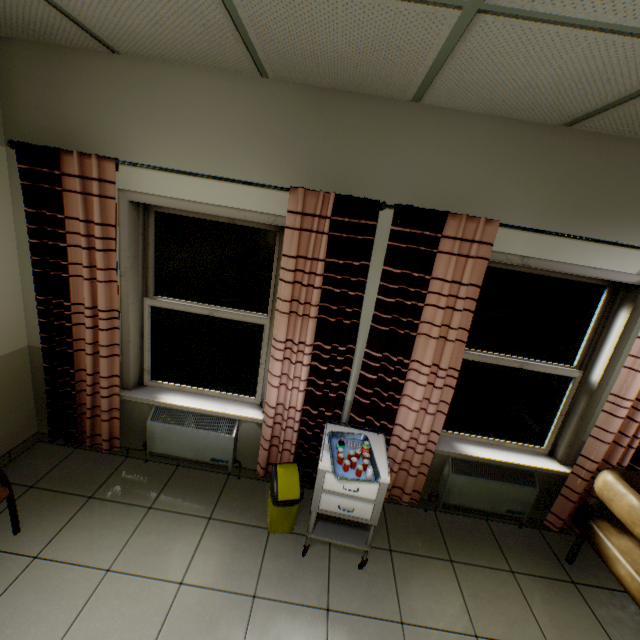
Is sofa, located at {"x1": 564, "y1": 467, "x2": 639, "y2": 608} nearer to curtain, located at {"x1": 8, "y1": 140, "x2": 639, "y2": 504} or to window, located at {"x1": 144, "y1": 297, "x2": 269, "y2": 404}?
curtain, located at {"x1": 8, "y1": 140, "x2": 639, "y2": 504}

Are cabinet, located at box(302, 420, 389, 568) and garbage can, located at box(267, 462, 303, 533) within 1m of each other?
yes

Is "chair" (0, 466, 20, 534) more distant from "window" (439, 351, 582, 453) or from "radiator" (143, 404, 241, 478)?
"window" (439, 351, 582, 453)

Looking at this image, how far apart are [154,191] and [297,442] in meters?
2.3 m

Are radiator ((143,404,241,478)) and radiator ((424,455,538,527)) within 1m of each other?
no

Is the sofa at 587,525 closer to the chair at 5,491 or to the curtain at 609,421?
the curtain at 609,421

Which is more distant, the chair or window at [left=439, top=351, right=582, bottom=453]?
window at [left=439, top=351, right=582, bottom=453]

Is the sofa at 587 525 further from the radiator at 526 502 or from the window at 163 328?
the window at 163 328
